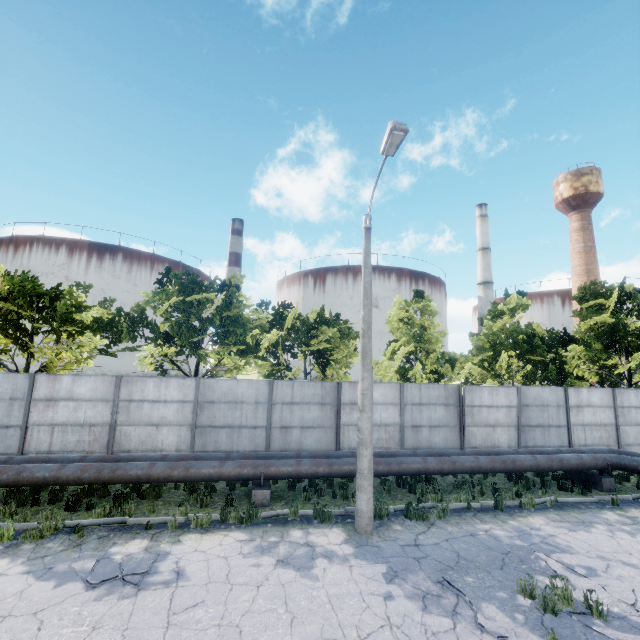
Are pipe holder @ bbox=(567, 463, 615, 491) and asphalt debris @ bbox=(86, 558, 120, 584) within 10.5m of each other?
no

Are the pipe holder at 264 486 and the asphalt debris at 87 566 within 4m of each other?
yes

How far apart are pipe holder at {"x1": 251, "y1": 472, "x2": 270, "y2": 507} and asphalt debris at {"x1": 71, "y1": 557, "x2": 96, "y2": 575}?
3.2 meters

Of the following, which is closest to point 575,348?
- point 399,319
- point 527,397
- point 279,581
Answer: point 527,397

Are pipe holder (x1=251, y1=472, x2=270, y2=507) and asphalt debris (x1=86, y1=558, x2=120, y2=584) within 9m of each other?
yes

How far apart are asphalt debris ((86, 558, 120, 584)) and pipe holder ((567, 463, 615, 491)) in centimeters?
1519cm

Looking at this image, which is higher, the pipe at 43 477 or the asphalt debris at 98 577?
the pipe at 43 477

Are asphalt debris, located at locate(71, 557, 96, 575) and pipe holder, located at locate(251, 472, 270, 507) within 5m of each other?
yes
